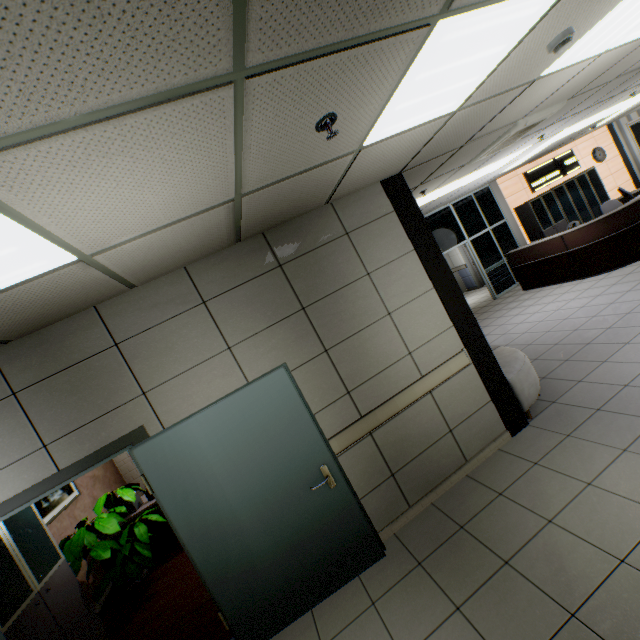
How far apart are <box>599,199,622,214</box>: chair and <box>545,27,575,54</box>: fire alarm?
8.6m

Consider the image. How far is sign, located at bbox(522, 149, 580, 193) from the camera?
10.6m

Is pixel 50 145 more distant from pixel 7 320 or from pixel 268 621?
pixel 268 621

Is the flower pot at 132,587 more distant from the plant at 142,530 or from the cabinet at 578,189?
the cabinet at 578,189

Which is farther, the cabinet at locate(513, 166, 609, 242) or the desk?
the cabinet at locate(513, 166, 609, 242)

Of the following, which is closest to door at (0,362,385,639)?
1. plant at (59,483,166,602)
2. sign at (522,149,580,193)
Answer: plant at (59,483,166,602)

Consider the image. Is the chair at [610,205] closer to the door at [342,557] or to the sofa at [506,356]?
the sofa at [506,356]

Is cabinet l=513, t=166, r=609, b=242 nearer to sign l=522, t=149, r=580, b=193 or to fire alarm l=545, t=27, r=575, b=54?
sign l=522, t=149, r=580, b=193
